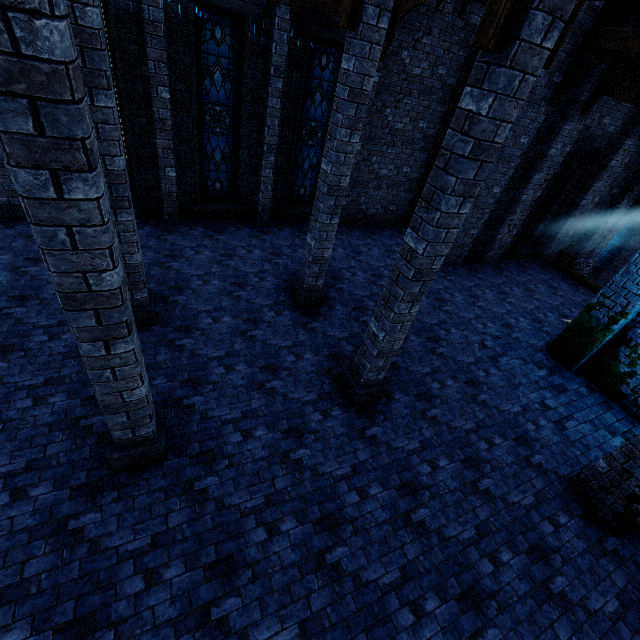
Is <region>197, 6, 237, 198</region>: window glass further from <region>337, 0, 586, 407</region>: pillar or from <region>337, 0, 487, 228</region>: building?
<region>337, 0, 586, 407</region>: pillar

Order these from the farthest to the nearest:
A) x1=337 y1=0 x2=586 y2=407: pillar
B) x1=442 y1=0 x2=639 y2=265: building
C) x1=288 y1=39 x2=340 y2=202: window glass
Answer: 1. x1=288 y1=39 x2=340 y2=202: window glass
2. x1=442 y1=0 x2=639 y2=265: building
3. x1=337 y1=0 x2=586 y2=407: pillar

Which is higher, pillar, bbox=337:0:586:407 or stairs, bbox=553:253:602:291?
pillar, bbox=337:0:586:407

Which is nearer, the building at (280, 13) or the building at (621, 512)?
the building at (621, 512)

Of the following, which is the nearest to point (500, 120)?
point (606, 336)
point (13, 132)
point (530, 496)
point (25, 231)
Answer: point (13, 132)

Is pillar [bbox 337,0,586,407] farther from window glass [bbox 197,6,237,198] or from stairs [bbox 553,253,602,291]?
stairs [bbox 553,253,602,291]

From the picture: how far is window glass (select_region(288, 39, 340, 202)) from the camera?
9.39m

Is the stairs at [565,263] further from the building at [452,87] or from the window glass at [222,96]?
the window glass at [222,96]
